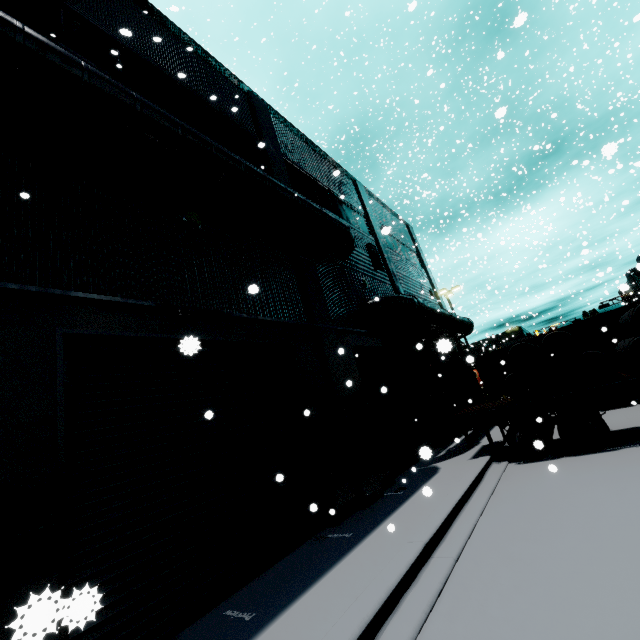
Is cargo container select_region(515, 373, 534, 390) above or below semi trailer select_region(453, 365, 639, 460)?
above

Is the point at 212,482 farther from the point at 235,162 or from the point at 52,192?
the point at 235,162

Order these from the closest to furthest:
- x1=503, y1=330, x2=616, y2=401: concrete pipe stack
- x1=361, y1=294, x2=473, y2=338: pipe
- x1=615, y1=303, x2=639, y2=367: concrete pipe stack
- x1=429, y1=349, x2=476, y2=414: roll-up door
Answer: x1=615, y1=303, x2=639, y2=367: concrete pipe stack → x1=503, y1=330, x2=616, y2=401: concrete pipe stack → x1=361, y1=294, x2=473, y2=338: pipe → x1=429, y1=349, x2=476, y2=414: roll-up door

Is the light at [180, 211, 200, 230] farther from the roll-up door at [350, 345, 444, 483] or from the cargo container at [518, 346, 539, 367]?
the cargo container at [518, 346, 539, 367]

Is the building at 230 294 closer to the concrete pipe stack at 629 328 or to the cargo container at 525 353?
the cargo container at 525 353

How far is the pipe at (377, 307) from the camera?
12.6 meters

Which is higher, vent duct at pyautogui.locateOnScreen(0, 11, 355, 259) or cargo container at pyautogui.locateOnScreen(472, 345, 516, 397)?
vent duct at pyautogui.locateOnScreen(0, 11, 355, 259)

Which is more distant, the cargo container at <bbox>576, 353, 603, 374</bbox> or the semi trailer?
the cargo container at <bbox>576, 353, 603, 374</bbox>
